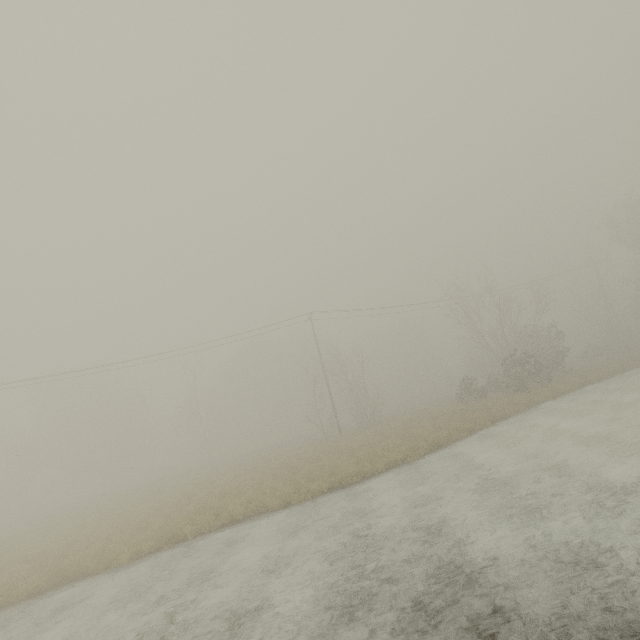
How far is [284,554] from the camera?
9.6 meters
